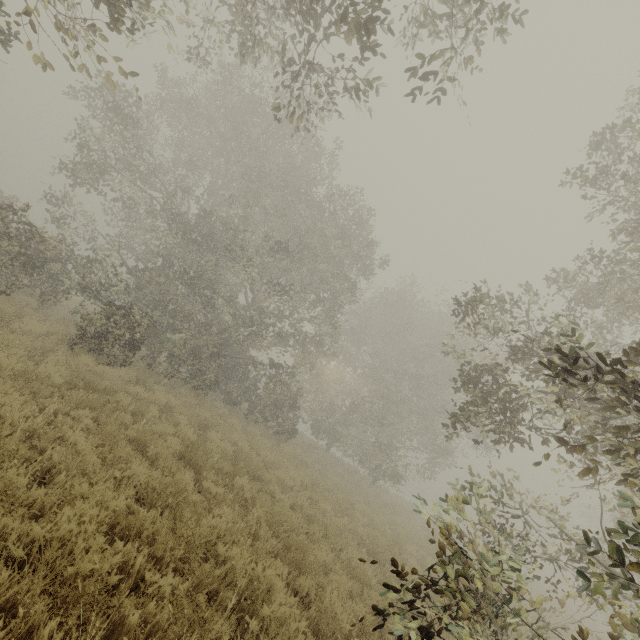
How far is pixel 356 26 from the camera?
4.4m
